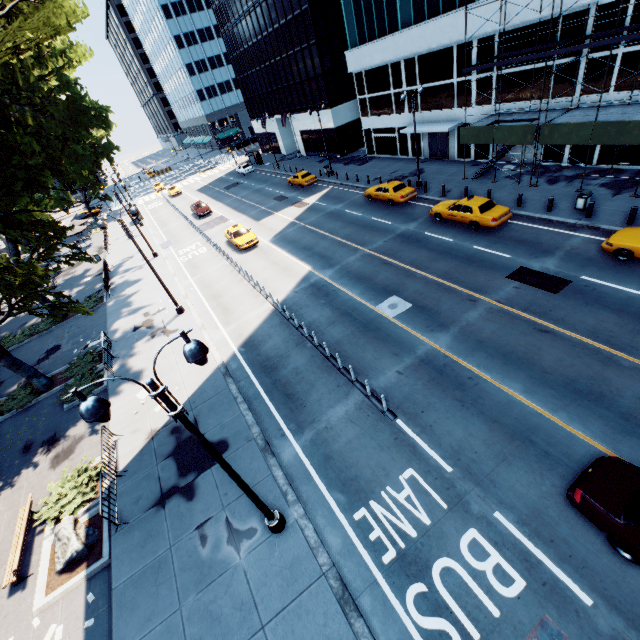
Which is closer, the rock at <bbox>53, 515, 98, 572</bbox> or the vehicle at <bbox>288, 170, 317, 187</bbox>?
the rock at <bbox>53, 515, 98, 572</bbox>

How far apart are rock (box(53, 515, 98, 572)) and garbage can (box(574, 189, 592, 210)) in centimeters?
2796cm

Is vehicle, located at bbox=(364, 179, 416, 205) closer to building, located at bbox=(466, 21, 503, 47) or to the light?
building, located at bbox=(466, 21, 503, 47)

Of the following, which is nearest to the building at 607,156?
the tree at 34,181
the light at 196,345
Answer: the tree at 34,181

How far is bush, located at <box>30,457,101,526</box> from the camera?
12.12m

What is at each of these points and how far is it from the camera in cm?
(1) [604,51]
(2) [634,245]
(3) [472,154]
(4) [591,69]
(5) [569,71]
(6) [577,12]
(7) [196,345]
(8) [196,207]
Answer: (1) building, 1925
(2) vehicle, 1423
(3) building, 2962
(4) building, 2012
(5) building, 2105
(6) building, 1938
(7) light, 587
(8) vehicle, 4100

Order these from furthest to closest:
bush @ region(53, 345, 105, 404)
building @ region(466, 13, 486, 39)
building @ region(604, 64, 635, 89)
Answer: building @ region(466, 13, 486, 39)
building @ region(604, 64, 635, 89)
bush @ region(53, 345, 105, 404)

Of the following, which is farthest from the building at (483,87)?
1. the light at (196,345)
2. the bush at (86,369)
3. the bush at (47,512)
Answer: the bush at (47,512)
